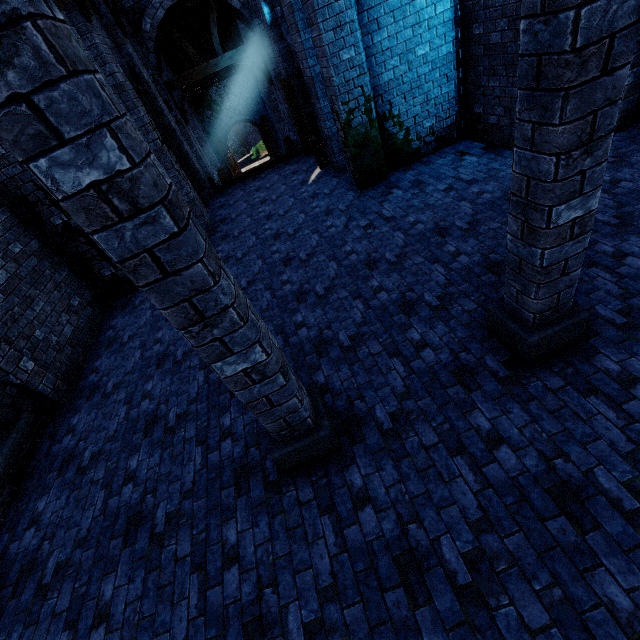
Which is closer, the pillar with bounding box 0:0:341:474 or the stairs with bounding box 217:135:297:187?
the pillar with bounding box 0:0:341:474

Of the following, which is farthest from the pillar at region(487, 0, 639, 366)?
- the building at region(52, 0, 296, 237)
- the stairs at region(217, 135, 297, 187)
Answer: the stairs at region(217, 135, 297, 187)

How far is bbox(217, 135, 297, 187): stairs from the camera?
13.03m

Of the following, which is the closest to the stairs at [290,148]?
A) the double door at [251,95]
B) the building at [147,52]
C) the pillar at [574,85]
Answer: the building at [147,52]

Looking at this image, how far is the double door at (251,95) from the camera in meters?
21.1

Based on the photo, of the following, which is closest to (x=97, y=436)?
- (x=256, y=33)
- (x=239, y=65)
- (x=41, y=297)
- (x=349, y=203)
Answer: (x=41, y=297)

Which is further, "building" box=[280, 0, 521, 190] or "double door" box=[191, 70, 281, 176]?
"double door" box=[191, 70, 281, 176]

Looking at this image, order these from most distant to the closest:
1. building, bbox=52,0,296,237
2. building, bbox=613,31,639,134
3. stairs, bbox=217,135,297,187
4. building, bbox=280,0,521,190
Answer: stairs, bbox=217,135,297,187 → building, bbox=52,0,296,237 → building, bbox=280,0,521,190 → building, bbox=613,31,639,134
